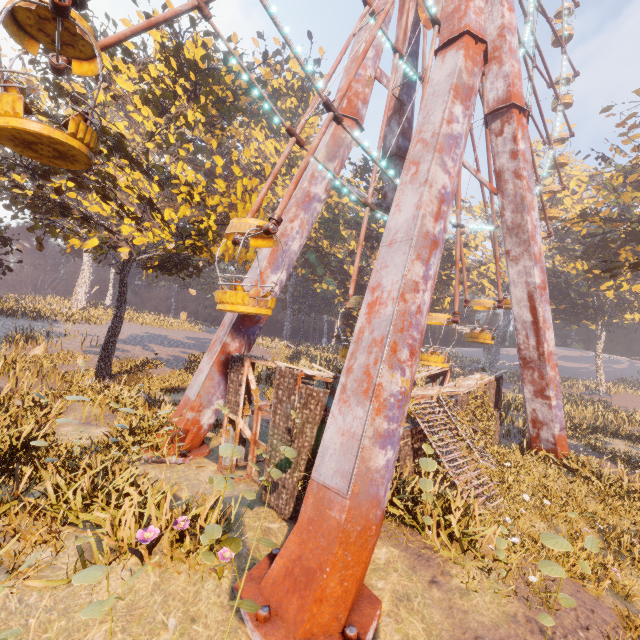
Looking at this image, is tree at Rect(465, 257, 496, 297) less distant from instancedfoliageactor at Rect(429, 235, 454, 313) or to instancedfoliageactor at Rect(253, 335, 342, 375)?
instancedfoliageactor at Rect(429, 235, 454, 313)

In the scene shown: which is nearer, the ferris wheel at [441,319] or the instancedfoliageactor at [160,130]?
the instancedfoliageactor at [160,130]

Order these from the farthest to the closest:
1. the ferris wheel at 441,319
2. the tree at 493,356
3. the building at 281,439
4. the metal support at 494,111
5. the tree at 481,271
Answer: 1. the tree at 493,356
2. the tree at 481,271
3. the ferris wheel at 441,319
4. the building at 281,439
5. the metal support at 494,111

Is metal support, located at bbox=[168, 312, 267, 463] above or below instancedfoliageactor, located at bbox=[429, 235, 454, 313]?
below

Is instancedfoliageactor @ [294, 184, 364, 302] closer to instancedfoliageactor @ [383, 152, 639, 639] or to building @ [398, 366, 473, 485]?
building @ [398, 366, 473, 485]

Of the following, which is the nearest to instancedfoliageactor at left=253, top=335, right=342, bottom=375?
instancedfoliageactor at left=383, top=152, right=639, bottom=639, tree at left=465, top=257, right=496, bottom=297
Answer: instancedfoliageactor at left=383, top=152, right=639, bottom=639

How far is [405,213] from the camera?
8.5 meters

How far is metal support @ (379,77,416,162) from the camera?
17.15m
